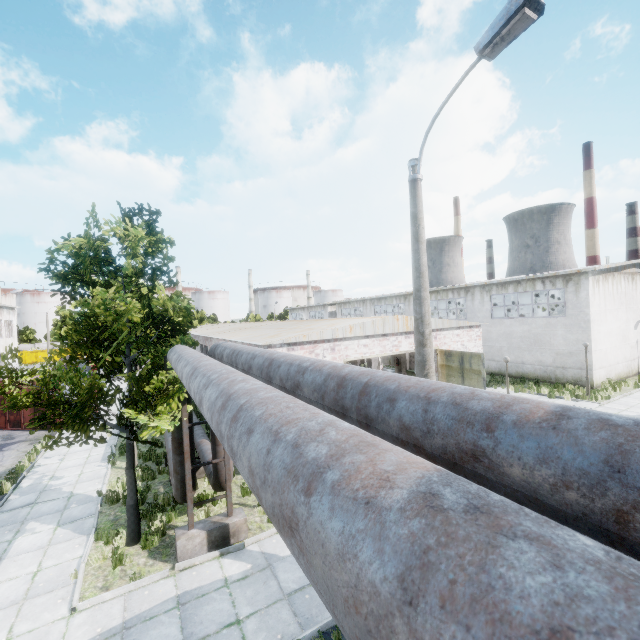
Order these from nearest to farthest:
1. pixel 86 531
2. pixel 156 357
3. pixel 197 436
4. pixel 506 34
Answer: pixel 506 34 → pixel 156 357 → pixel 86 531 → pixel 197 436

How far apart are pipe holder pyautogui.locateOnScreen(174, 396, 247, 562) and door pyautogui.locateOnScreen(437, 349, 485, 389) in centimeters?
1039cm

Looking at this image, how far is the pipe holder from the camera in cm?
802

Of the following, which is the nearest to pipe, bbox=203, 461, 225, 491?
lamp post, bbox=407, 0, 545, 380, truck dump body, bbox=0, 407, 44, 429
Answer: lamp post, bbox=407, 0, 545, 380

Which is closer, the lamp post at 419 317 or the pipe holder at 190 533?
the lamp post at 419 317

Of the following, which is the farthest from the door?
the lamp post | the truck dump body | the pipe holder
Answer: the truck dump body

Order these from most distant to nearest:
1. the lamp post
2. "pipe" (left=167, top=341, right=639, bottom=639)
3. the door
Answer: the door
the lamp post
"pipe" (left=167, top=341, right=639, bottom=639)

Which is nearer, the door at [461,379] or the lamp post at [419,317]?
the lamp post at [419,317]
